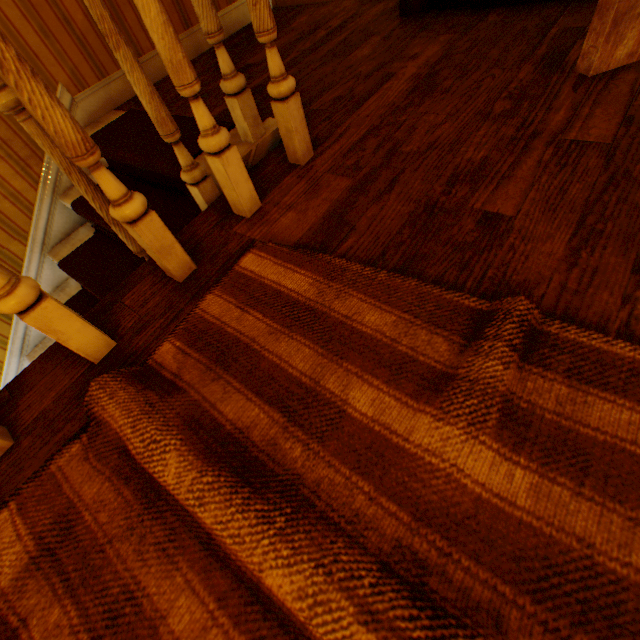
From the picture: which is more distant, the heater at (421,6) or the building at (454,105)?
the heater at (421,6)

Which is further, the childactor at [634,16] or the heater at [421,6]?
the heater at [421,6]

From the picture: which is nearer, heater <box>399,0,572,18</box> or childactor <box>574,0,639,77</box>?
childactor <box>574,0,639,77</box>

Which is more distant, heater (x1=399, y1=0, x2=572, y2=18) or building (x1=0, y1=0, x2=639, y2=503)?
heater (x1=399, y1=0, x2=572, y2=18)

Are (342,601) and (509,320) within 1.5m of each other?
yes
